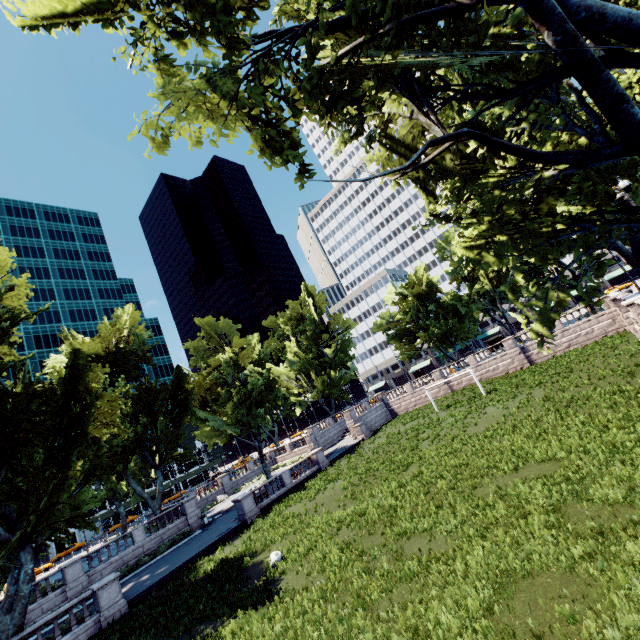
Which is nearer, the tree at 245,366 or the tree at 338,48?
the tree at 338,48

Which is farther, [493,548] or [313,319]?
[313,319]

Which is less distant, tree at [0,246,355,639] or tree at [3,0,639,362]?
tree at [3,0,639,362]
